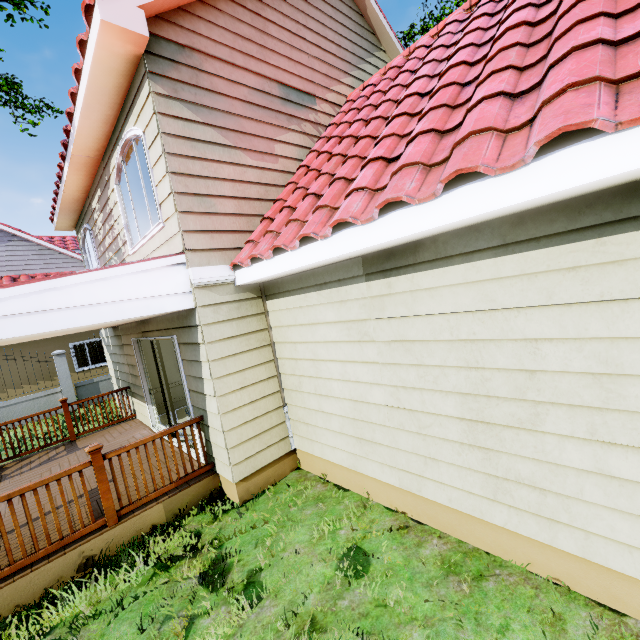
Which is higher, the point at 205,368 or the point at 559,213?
the point at 559,213

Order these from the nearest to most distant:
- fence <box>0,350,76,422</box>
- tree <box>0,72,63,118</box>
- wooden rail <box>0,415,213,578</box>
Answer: wooden rail <box>0,415,213,578</box> → tree <box>0,72,63,118</box> → fence <box>0,350,76,422</box>

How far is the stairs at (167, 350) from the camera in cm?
853

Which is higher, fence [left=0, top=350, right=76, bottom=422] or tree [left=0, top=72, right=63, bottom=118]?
tree [left=0, top=72, right=63, bottom=118]

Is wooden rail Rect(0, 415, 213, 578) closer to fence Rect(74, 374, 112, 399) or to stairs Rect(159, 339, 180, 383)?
fence Rect(74, 374, 112, 399)

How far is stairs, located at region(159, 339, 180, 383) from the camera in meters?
8.5 m

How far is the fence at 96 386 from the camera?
12.4 meters

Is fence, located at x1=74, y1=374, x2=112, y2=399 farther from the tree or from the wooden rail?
the wooden rail
